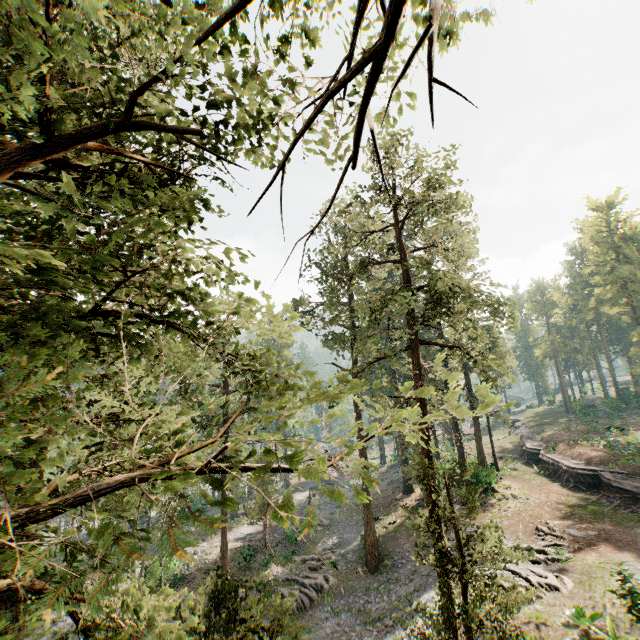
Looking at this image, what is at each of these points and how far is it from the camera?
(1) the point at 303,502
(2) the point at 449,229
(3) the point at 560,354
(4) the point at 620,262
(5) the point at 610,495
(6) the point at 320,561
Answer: (1) rock, 49.38m
(2) foliage, 36.94m
(3) foliage, 58.12m
(4) foliage, 42.06m
(5) ground embankment, 26.28m
(6) foliage, 27.81m

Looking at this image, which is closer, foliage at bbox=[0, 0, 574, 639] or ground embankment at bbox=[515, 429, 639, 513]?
foliage at bbox=[0, 0, 574, 639]

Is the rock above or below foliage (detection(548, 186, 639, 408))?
below

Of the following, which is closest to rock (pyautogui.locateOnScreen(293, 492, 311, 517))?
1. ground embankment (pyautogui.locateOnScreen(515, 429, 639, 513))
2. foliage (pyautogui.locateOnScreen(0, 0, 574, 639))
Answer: foliage (pyautogui.locateOnScreen(0, 0, 574, 639))

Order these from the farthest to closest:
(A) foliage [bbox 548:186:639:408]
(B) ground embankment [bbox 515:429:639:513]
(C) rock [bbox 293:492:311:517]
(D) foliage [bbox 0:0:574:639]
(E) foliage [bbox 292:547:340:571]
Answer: (C) rock [bbox 293:492:311:517] < (A) foliage [bbox 548:186:639:408] < (E) foliage [bbox 292:547:340:571] < (B) ground embankment [bbox 515:429:639:513] < (D) foliage [bbox 0:0:574:639]

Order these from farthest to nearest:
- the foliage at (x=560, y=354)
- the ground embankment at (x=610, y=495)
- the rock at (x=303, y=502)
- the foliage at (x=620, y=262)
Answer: the foliage at (x=560, y=354), the rock at (x=303, y=502), the foliage at (x=620, y=262), the ground embankment at (x=610, y=495)

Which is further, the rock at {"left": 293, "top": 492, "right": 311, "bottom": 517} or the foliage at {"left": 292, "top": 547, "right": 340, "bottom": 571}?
the rock at {"left": 293, "top": 492, "right": 311, "bottom": 517}

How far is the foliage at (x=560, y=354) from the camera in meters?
57.2 m
